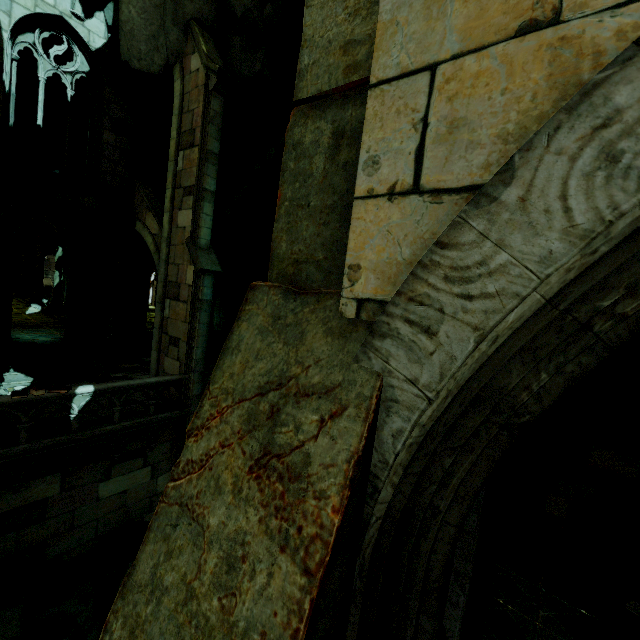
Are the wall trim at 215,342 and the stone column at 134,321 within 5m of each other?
yes

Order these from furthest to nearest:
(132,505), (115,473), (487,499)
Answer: (132,505) < (115,473) < (487,499)

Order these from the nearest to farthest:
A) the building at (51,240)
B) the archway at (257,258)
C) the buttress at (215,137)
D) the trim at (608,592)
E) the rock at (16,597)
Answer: the trim at (608,592) → the rock at (16,597) → the buttress at (215,137) → the archway at (257,258) → the building at (51,240)

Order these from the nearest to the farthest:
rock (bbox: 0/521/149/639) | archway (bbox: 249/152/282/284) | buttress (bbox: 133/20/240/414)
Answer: rock (bbox: 0/521/149/639)
buttress (bbox: 133/20/240/414)
archway (bbox: 249/152/282/284)

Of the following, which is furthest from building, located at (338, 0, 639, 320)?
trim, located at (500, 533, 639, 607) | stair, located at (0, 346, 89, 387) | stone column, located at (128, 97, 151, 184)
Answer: stone column, located at (128, 97, 151, 184)

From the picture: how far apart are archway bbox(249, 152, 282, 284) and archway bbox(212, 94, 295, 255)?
2.3m

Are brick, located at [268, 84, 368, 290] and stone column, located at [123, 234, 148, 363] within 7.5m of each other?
no

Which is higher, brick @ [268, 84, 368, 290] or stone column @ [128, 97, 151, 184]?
stone column @ [128, 97, 151, 184]
